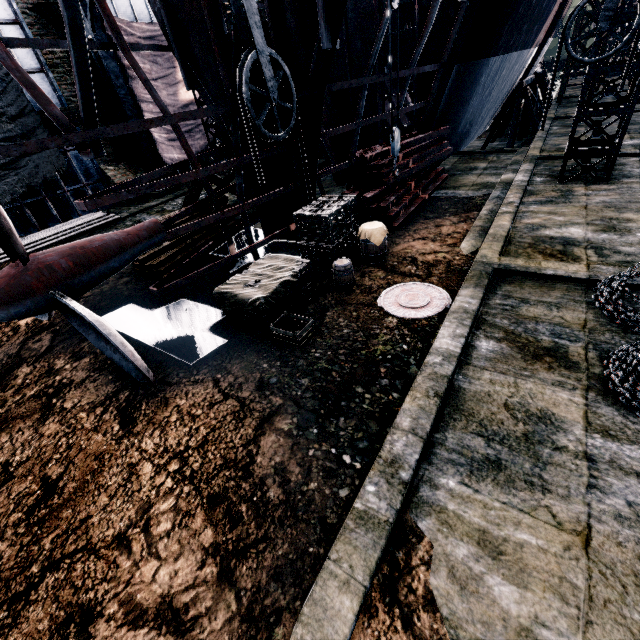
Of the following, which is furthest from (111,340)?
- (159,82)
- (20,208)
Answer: (159,82)

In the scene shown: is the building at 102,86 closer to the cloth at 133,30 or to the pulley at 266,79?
the cloth at 133,30

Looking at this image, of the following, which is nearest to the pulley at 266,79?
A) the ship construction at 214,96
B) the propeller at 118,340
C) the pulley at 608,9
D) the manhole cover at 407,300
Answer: the ship construction at 214,96

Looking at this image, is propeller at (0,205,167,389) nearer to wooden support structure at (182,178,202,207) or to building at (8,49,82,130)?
wooden support structure at (182,178,202,207)

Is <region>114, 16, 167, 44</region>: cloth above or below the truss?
above

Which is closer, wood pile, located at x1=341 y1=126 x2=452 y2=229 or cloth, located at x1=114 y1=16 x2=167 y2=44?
wood pile, located at x1=341 y1=126 x2=452 y2=229

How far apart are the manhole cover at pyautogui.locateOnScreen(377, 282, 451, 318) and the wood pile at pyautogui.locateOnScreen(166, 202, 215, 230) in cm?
729

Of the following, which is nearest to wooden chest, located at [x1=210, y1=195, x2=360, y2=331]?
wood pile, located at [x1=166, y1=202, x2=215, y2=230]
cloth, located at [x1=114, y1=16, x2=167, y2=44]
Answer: wood pile, located at [x1=166, y1=202, x2=215, y2=230]
